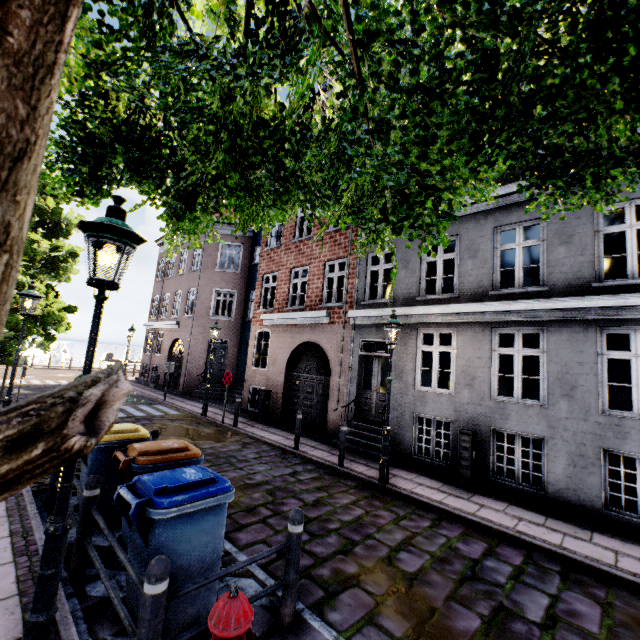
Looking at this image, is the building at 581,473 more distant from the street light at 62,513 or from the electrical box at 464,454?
the street light at 62,513

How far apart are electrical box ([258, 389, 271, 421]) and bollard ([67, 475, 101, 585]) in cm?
928

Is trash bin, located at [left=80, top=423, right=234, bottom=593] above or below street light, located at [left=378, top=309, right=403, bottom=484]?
below

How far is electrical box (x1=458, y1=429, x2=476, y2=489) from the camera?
7.46m

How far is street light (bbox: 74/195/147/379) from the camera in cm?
270

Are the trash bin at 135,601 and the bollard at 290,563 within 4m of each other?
yes

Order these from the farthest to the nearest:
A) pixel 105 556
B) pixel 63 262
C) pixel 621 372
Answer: pixel 621 372
pixel 63 262
pixel 105 556

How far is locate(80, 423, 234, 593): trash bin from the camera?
2.9 meters
